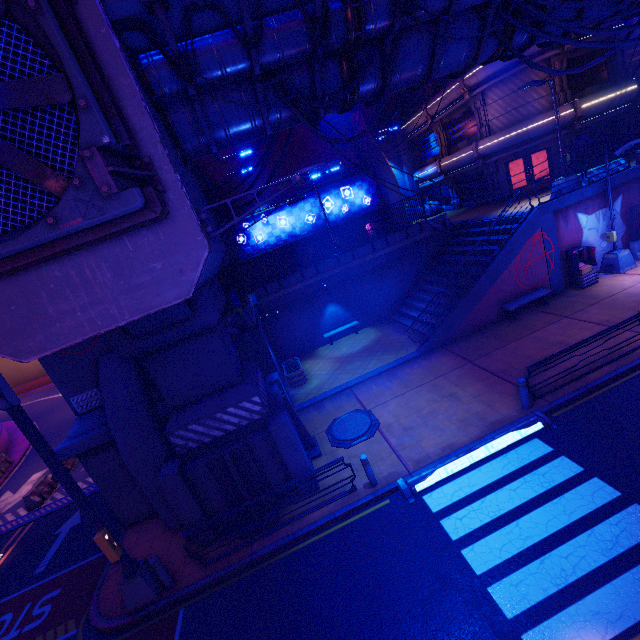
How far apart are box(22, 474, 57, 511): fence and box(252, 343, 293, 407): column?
12.7 meters

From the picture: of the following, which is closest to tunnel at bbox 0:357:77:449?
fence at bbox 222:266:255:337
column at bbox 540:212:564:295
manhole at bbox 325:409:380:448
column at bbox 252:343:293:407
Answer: fence at bbox 222:266:255:337

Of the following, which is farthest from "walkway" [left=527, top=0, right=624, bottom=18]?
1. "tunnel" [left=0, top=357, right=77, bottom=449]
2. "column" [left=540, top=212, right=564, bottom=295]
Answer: "column" [left=540, top=212, right=564, bottom=295]

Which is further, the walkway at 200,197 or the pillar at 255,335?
the pillar at 255,335

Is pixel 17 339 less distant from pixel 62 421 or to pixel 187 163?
pixel 187 163

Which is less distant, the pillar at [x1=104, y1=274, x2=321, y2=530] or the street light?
the pillar at [x1=104, y1=274, x2=321, y2=530]

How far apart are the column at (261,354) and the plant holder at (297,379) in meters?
1.5

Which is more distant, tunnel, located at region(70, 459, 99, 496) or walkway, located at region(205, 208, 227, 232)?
tunnel, located at region(70, 459, 99, 496)
